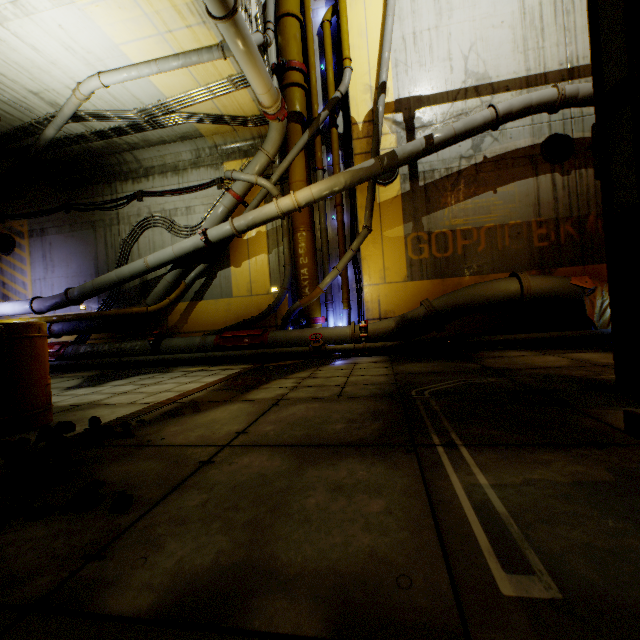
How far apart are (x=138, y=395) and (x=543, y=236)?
10.5m

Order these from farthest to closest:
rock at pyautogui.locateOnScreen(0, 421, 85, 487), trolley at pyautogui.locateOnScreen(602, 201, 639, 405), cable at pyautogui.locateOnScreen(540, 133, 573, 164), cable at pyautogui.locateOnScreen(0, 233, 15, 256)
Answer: cable at pyautogui.locateOnScreen(0, 233, 15, 256), cable at pyautogui.locateOnScreen(540, 133, 573, 164), rock at pyautogui.locateOnScreen(0, 421, 85, 487), trolley at pyautogui.locateOnScreen(602, 201, 639, 405)

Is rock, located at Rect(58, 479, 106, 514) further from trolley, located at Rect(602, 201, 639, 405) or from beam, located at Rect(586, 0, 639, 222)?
beam, located at Rect(586, 0, 639, 222)

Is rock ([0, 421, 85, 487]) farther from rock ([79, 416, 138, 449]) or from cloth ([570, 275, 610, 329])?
cloth ([570, 275, 610, 329])

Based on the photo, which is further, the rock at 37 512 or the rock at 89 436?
the rock at 89 436

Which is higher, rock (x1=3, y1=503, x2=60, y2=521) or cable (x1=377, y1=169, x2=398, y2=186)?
cable (x1=377, y1=169, x2=398, y2=186)

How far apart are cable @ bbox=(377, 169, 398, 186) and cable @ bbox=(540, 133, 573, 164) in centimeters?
382cm

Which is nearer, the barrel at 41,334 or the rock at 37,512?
the rock at 37,512
